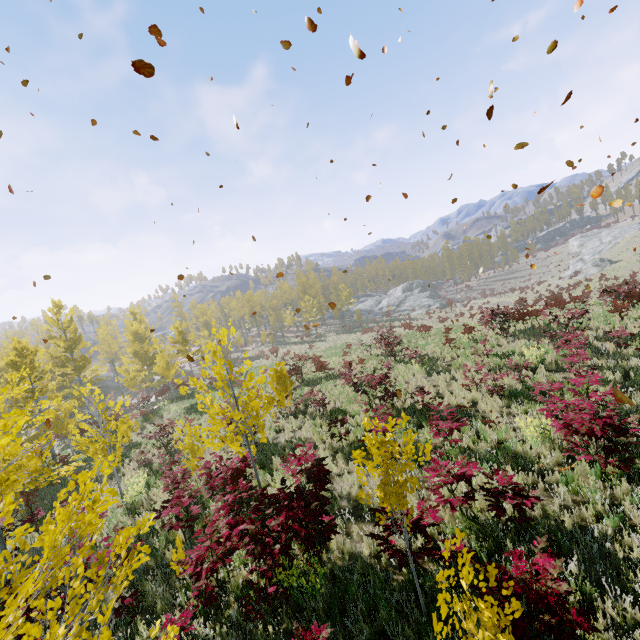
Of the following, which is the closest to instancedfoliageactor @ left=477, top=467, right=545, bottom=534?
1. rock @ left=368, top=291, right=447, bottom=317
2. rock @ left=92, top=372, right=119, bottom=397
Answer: rock @ left=92, top=372, right=119, bottom=397

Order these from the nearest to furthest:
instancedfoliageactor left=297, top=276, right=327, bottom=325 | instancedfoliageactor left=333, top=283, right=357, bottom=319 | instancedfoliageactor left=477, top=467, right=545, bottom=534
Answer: instancedfoliageactor left=477, top=467, right=545, bottom=534 → instancedfoliageactor left=297, top=276, right=327, bottom=325 → instancedfoliageactor left=333, top=283, right=357, bottom=319

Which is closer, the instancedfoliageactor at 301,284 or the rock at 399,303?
the instancedfoliageactor at 301,284

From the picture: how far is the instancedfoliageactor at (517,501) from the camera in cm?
502

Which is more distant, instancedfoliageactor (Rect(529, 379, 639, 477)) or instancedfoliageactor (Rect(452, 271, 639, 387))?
instancedfoliageactor (Rect(452, 271, 639, 387))

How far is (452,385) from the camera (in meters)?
11.93

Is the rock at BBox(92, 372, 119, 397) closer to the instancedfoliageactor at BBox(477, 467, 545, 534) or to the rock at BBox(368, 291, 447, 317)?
the instancedfoliageactor at BBox(477, 467, 545, 534)
